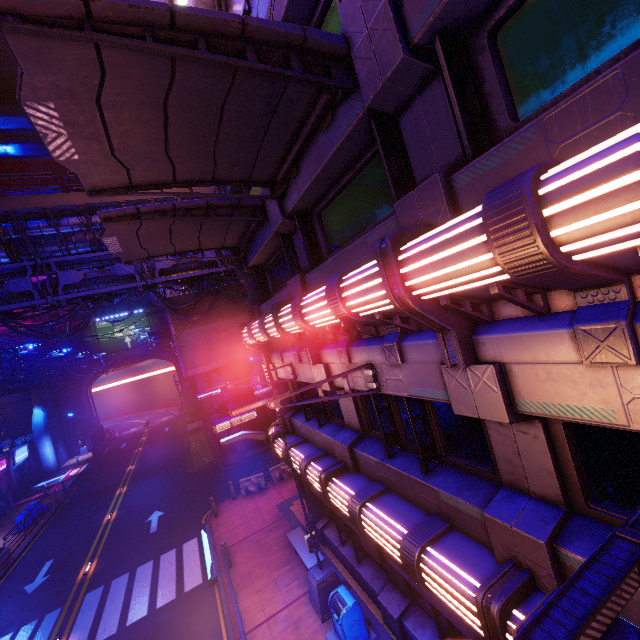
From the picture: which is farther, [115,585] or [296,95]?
[115,585]

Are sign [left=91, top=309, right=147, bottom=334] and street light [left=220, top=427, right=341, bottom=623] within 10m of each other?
no

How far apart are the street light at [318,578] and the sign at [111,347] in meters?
46.7 m

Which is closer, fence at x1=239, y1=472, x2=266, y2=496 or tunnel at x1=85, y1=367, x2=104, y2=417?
fence at x1=239, y1=472, x2=266, y2=496

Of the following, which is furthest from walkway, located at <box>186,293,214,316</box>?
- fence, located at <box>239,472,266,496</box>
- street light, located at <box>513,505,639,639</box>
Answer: street light, located at <box>513,505,639,639</box>

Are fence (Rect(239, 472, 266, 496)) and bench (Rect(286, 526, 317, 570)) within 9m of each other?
yes

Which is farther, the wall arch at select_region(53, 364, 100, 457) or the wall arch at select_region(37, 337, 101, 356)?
the wall arch at select_region(37, 337, 101, 356)

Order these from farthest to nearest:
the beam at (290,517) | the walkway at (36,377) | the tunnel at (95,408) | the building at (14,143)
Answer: the building at (14,143) < the tunnel at (95,408) < the walkway at (36,377) < the beam at (290,517)
